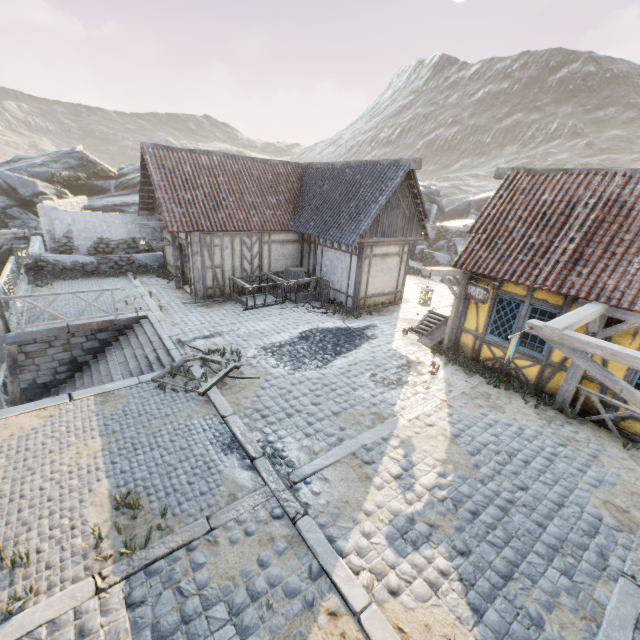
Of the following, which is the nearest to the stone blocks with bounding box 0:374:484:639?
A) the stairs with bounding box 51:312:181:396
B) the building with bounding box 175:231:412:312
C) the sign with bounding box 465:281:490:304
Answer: the stairs with bounding box 51:312:181:396

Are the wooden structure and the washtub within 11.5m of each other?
no

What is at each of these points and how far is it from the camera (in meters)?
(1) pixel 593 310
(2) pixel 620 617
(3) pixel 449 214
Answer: (1) awning, 6.47
(2) stone blocks, 4.11
(3) rock, 33.25

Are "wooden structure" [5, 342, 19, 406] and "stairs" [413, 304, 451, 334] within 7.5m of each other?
no

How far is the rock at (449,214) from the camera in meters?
28.1 m

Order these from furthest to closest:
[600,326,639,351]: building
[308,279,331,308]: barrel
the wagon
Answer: [308,279,331,308]: barrel, the wagon, [600,326,639,351]: building

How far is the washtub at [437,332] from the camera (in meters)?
11.13

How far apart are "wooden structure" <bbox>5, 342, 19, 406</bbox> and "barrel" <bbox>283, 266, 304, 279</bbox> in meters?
9.7 m
